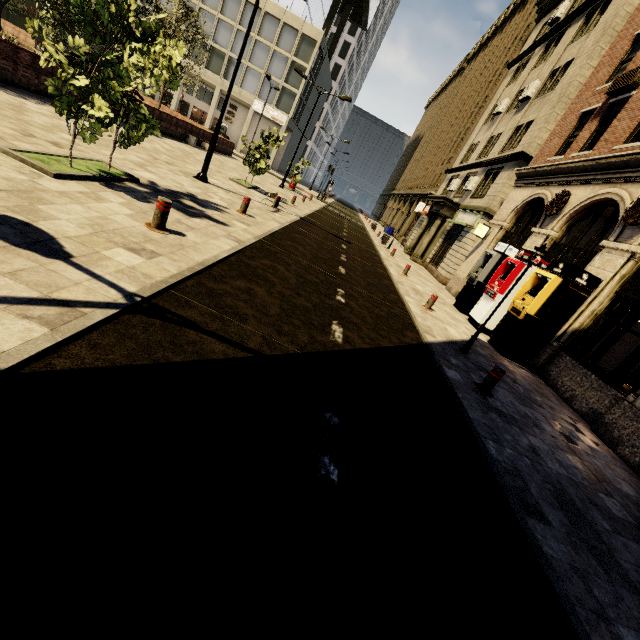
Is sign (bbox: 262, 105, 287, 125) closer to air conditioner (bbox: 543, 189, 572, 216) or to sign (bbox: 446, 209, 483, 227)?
sign (bbox: 446, 209, 483, 227)

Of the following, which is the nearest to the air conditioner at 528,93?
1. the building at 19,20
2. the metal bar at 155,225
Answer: the building at 19,20

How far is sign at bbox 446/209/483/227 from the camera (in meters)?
19.00

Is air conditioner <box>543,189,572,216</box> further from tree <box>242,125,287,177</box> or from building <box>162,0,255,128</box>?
tree <box>242,125,287,177</box>

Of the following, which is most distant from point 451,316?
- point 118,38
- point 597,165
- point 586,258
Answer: point 118,38

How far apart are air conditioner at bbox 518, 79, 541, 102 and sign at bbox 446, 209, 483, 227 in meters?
7.3 m

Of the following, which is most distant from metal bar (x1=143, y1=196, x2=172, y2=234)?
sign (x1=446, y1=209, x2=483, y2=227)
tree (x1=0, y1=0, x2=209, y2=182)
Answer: sign (x1=446, y1=209, x2=483, y2=227)

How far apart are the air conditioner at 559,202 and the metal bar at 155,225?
13.4m
